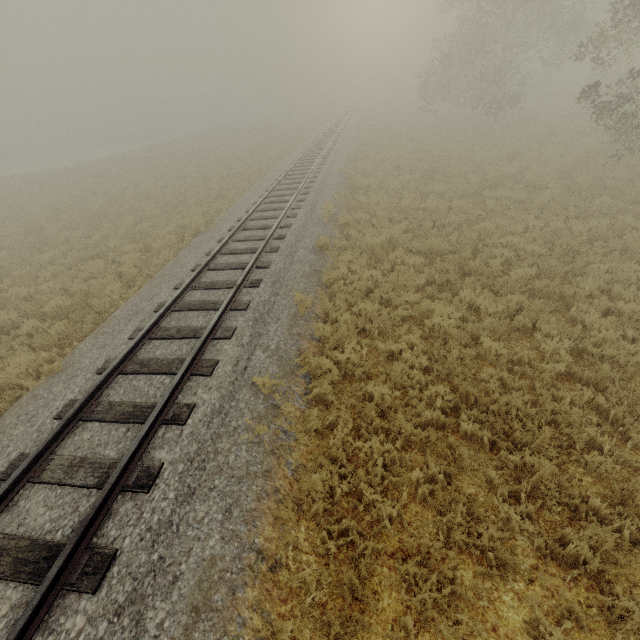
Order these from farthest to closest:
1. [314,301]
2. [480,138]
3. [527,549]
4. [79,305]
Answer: [480,138]
[79,305]
[314,301]
[527,549]
